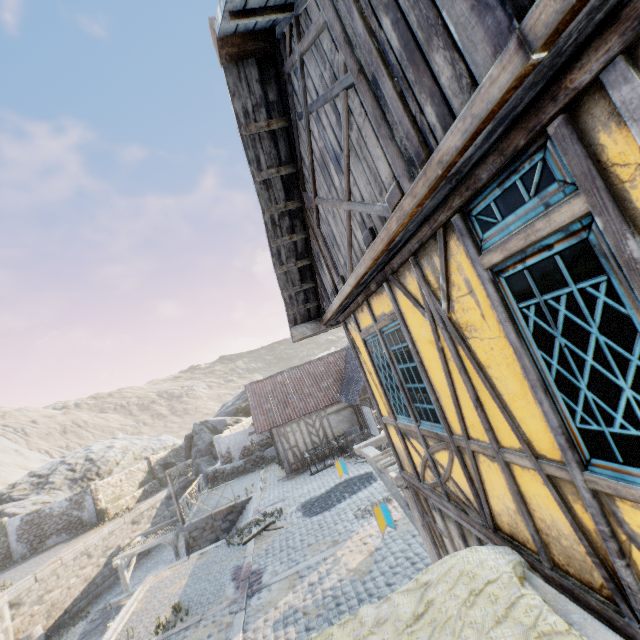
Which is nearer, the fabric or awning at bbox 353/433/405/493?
the fabric

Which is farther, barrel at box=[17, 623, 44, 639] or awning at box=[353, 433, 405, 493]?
barrel at box=[17, 623, 44, 639]

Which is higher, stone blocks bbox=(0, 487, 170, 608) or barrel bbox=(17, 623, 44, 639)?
stone blocks bbox=(0, 487, 170, 608)

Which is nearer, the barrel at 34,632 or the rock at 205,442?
the barrel at 34,632

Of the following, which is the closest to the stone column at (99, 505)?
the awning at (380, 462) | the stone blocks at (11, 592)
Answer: the stone blocks at (11, 592)

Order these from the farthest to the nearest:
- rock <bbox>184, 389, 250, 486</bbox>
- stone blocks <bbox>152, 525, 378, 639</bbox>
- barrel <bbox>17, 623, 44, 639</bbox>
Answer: rock <bbox>184, 389, 250, 486</bbox>
barrel <bbox>17, 623, 44, 639</bbox>
stone blocks <bbox>152, 525, 378, 639</bbox>

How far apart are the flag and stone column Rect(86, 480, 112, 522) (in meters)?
29.50

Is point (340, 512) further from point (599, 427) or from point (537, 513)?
point (599, 427)
